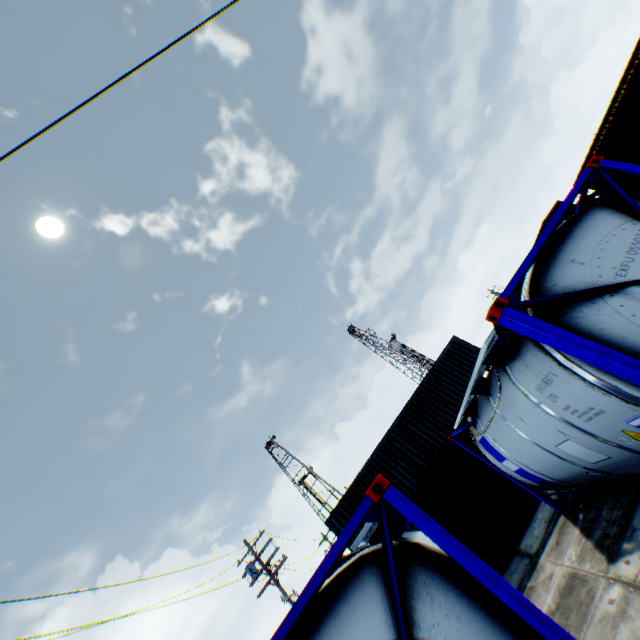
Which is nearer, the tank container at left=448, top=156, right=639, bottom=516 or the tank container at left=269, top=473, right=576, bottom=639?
the tank container at left=269, top=473, right=576, bottom=639

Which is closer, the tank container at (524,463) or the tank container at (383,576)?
the tank container at (383,576)

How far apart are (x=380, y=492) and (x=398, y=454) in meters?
14.7
